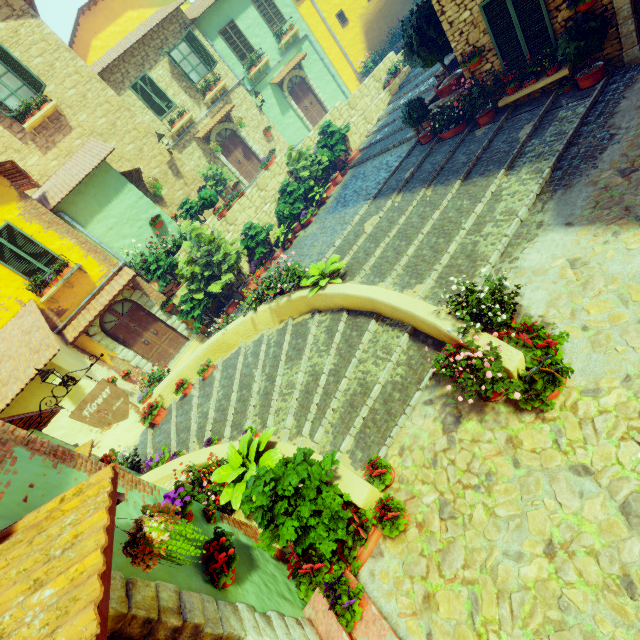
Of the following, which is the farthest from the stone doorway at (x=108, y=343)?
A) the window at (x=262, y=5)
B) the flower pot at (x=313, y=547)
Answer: the window at (x=262, y=5)

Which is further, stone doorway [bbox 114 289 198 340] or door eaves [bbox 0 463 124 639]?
stone doorway [bbox 114 289 198 340]

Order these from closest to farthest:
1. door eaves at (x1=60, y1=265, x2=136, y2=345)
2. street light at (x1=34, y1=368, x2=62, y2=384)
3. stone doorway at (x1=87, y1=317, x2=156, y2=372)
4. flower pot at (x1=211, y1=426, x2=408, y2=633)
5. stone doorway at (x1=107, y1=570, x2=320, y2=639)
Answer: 1. stone doorway at (x1=107, y1=570, x2=320, y2=639)
2. flower pot at (x1=211, y1=426, x2=408, y2=633)
3. street light at (x1=34, y1=368, x2=62, y2=384)
4. door eaves at (x1=60, y1=265, x2=136, y2=345)
5. stone doorway at (x1=87, y1=317, x2=156, y2=372)

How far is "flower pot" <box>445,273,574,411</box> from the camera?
3.86m

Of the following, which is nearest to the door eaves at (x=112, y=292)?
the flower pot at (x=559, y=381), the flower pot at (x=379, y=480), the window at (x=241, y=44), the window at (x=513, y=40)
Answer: the flower pot at (x=379, y=480)

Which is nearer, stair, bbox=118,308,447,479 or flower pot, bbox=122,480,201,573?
flower pot, bbox=122,480,201,573

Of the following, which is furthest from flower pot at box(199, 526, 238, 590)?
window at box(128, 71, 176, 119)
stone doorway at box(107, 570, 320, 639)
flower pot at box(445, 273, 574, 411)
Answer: window at box(128, 71, 176, 119)

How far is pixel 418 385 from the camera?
5.3 meters
